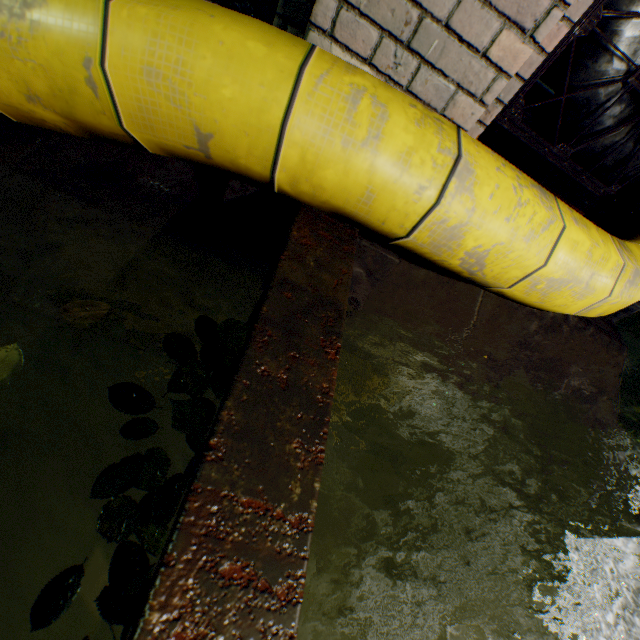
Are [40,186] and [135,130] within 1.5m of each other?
yes

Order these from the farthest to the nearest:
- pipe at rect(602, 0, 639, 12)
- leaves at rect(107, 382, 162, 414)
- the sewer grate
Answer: pipe at rect(602, 0, 639, 12) < leaves at rect(107, 382, 162, 414) < the sewer grate

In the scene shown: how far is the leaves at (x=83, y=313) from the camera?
1.1m

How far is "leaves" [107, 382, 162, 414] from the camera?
1.0m

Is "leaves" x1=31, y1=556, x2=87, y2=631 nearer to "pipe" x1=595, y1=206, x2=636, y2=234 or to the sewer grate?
the sewer grate

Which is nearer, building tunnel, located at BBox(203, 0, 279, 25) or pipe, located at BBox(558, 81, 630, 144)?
building tunnel, located at BBox(203, 0, 279, 25)

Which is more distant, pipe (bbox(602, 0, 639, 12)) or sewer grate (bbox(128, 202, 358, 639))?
pipe (bbox(602, 0, 639, 12))

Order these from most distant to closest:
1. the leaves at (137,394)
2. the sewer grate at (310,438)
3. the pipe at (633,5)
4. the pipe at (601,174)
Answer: the pipe at (601,174)
the pipe at (633,5)
the leaves at (137,394)
the sewer grate at (310,438)
